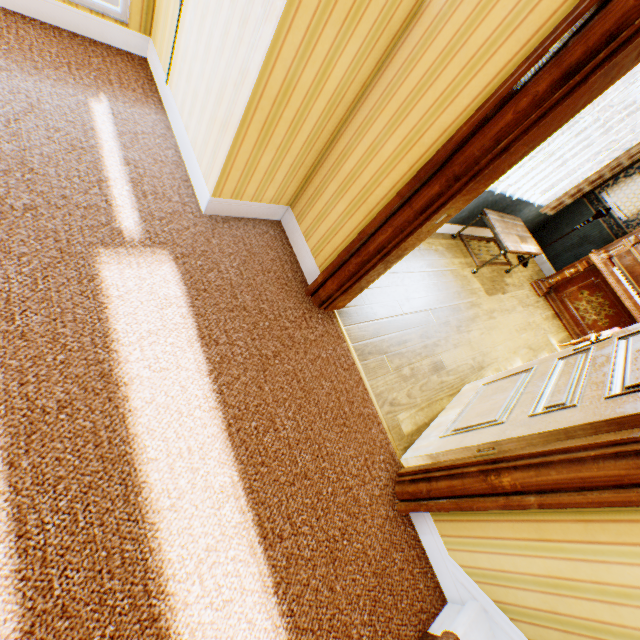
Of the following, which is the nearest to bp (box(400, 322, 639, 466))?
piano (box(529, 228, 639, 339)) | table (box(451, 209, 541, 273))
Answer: table (box(451, 209, 541, 273))

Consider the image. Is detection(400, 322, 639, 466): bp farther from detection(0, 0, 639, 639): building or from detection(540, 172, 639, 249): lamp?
detection(540, 172, 639, 249): lamp

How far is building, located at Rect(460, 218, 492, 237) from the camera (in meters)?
4.68

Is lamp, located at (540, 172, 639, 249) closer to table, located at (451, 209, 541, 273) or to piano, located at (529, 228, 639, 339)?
piano, located at (529, 228, 639, 339)

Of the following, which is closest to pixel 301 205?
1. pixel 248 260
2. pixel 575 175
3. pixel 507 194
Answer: pixel 248 260

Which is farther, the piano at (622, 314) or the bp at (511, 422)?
the piano at (622, 314)

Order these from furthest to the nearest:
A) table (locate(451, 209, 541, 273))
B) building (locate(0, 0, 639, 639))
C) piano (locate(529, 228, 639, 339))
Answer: piano (locate(529, 228, 639, 339))
table (locate(451, 209, 541, 273))
building (locate(0, 0, 639, 639))

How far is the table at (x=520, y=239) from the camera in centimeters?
405cm
